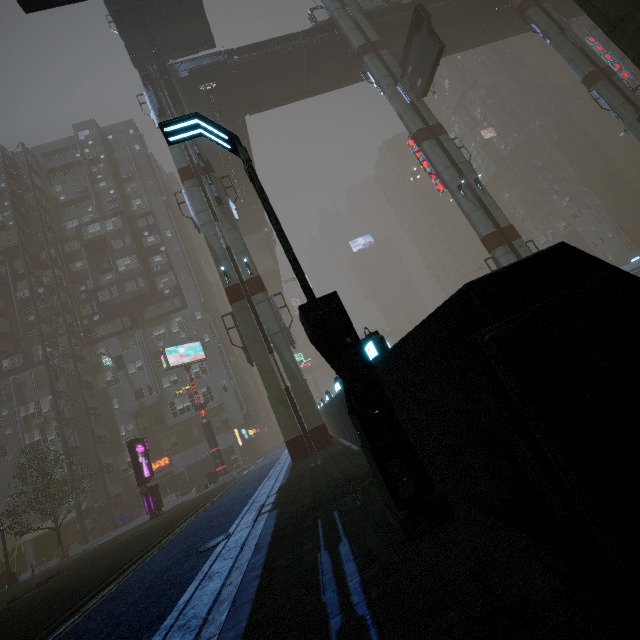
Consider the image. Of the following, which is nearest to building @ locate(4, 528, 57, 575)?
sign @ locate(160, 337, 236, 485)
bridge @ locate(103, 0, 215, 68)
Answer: bridge @ locate(103, 0, 215, 68)

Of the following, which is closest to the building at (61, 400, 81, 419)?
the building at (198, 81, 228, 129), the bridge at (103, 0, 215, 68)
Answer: the bridge at (103, 0, 215, 68)

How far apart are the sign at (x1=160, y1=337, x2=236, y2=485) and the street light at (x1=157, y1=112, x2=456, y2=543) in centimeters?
2422cm

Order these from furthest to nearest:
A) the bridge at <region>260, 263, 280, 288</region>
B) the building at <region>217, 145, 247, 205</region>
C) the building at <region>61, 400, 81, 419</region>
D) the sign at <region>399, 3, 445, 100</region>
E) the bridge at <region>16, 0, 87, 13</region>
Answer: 1. the bridge at <region>260, 263, 280, 288</region>
2. the building at <region>61, 400, 81, 419</region>
3. the building at <region>217, 145, 247, 205</region>
4. the sign at <region>399, 3, 445, 100</region>
5. the bridge at <region>16, 0, 87, 13</region>

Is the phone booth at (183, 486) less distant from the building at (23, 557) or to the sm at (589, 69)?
the building at (23, 557)

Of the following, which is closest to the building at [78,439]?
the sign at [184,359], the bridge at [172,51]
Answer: the bridge at [172,51]

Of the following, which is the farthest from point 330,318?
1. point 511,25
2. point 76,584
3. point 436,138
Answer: point 511,25

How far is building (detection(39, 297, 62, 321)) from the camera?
37.2m
